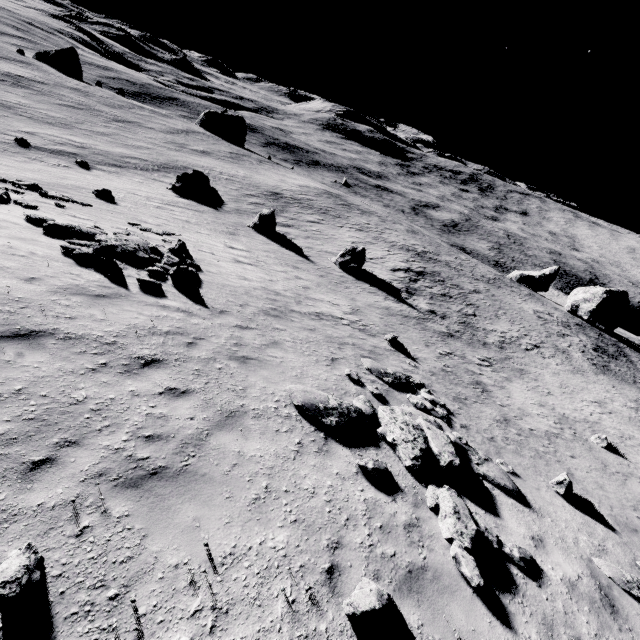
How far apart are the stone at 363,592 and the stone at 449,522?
1.7m

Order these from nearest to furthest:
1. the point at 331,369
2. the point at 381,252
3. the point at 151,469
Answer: the point at 151,469
the point at 331,369
the point at 381,252

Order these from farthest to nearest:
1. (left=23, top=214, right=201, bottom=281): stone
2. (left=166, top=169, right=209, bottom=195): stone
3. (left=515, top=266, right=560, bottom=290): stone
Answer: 1. (left=515, top=266, right=560, bottom=290): stone
2. (left=166, top=169, right=209, bottom=195): stone
3. (left=23, top=214, right=201, bottom=281): stone

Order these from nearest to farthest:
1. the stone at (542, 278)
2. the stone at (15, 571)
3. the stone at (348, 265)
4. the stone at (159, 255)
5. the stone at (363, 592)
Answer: the stone at (15, 571)
the stone at (363, 592)
the stone at (159, 255)
the stone at (348, 265)
the stone at (542, 278)

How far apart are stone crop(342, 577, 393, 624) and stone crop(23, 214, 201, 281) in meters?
11.7 m

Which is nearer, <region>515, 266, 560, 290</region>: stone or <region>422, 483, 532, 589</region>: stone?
<region>422, 483, 532, 589</region>: stone

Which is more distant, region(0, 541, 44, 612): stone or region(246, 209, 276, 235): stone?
region(246, 209, 276, 235): stone

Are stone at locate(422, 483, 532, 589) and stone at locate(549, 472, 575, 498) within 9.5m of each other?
yes
